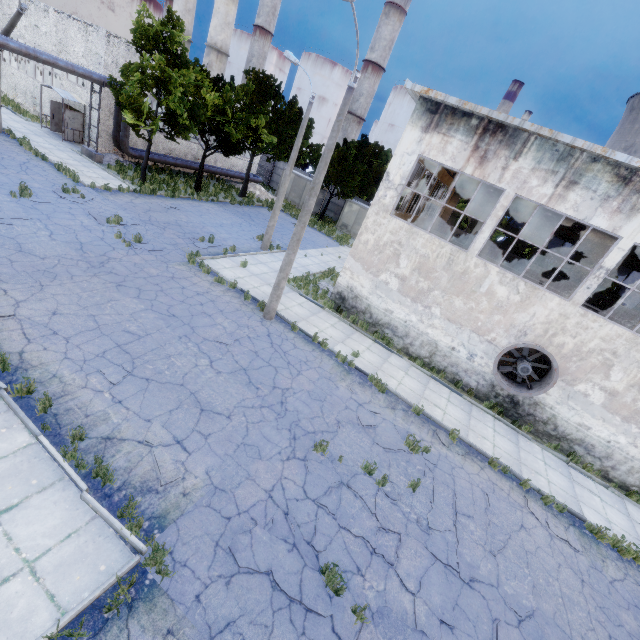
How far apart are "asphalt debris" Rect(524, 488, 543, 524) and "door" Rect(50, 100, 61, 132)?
37.13m

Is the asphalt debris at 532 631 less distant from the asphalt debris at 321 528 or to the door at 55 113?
the asphalt debris at 321 528

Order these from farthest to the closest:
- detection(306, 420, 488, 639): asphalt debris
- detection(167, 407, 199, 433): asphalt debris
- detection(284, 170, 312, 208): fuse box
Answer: detection(284, 170, 312, 208): fuse box
detection(167, 407, 199, 433): asphalt debris
detection(306, 420, 488, 639): asphalt debris

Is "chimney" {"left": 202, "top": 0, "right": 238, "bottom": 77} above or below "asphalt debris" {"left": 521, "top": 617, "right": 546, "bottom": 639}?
above

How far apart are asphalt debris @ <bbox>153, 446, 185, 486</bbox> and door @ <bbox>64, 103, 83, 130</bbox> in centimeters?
2813cm

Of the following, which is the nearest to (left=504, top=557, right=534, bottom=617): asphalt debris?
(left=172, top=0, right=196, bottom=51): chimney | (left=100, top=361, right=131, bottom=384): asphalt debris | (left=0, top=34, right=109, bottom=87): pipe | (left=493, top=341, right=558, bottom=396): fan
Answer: (left=493, top=341, right=558, bottom=396): fan

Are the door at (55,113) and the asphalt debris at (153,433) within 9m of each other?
no

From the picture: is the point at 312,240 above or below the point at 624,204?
below
